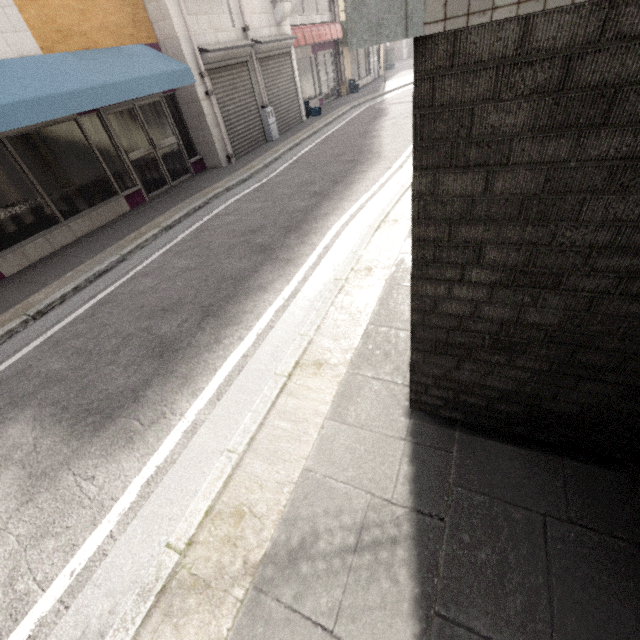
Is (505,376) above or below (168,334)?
above

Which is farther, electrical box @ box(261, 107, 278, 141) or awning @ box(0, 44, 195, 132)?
electrical box @ box(261, 107, 278, 141)

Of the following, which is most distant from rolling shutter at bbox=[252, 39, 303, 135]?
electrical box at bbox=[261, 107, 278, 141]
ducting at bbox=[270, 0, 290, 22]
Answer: ducting at bbox=[270, 0, 290, 22]

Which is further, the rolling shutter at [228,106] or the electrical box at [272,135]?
the electrical box at [272,135]

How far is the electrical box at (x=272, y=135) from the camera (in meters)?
10.84

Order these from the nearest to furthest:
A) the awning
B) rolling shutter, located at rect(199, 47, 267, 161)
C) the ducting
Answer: the awning → rolling shutter, located at rect(199, 47, 267, 161) → the ducting

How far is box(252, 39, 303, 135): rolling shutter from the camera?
10.6m

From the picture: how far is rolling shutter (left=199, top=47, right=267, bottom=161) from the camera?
8.8 meters
